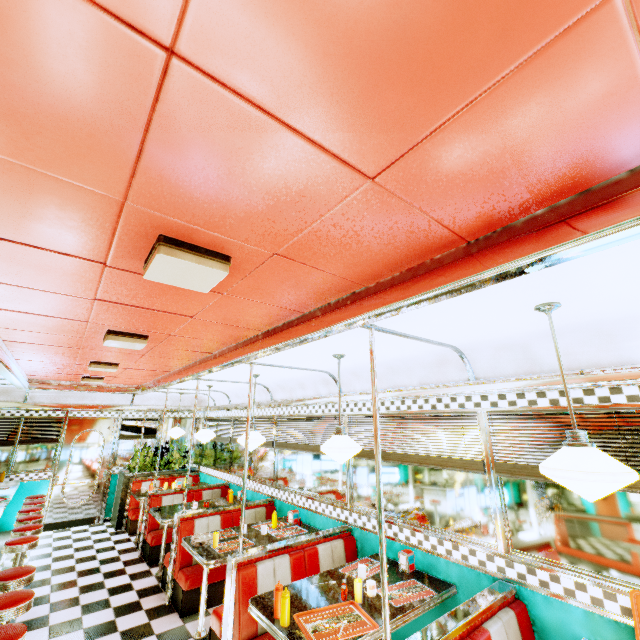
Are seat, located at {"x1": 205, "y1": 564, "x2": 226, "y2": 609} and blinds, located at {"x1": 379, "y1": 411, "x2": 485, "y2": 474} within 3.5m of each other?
yes

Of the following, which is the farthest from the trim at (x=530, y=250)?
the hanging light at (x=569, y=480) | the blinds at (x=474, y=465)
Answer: the hanging light at (x=569, y=480)

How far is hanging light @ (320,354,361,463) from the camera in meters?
3.1 m

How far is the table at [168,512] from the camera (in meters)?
5.16

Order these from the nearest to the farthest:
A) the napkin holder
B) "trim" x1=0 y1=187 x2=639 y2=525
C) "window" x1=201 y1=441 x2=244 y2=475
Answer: "trim" x1=0 y1=187 x2=639 y2=525 → the napkin holder → "window" x1=201 y1=441 x2=244 y2=475

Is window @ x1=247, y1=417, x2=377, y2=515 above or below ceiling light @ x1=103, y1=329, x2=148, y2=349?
below

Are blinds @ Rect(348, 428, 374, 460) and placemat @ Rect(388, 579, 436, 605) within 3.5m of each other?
yes

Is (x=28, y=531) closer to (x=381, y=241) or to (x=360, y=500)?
(x=360, y=500)
